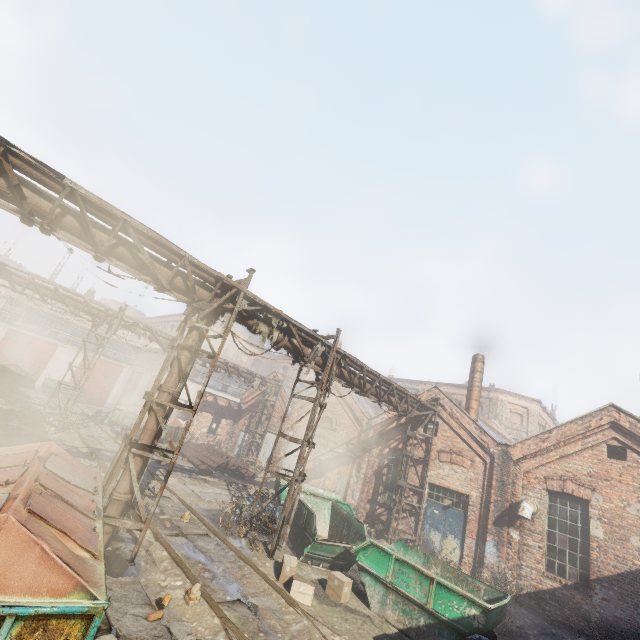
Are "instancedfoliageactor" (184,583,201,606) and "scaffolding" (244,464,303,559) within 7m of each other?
yes

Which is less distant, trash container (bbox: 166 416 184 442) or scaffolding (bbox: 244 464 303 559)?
scaffolding (bbox: 244 464 303 559)

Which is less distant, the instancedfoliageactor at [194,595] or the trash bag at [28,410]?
the instancedfoliageactor at [194,595]

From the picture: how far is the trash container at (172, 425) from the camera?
21.94m

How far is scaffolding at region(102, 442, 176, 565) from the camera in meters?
6.6

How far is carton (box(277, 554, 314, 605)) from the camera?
7.3 meters

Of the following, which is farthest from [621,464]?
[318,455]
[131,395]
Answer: [131,395]

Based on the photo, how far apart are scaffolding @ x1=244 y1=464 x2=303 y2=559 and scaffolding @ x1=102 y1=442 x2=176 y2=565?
3.65m
